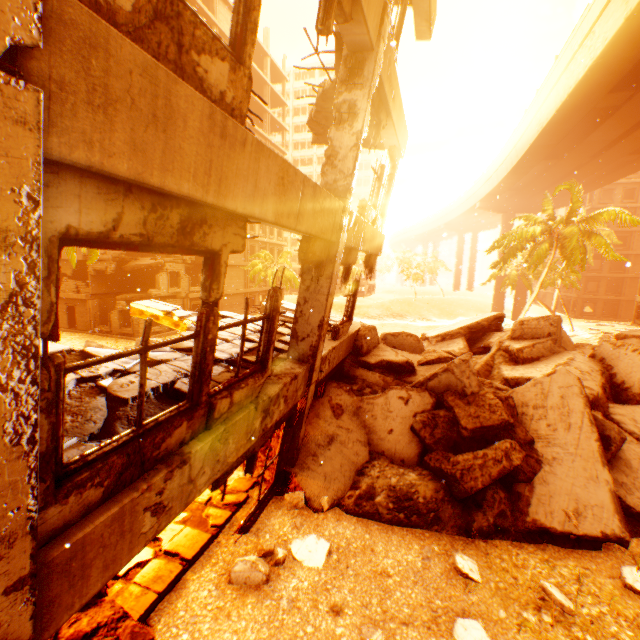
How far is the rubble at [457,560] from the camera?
5.1m

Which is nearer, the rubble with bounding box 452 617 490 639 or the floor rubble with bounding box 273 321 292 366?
the rubble with bounding box 452 617 490 639

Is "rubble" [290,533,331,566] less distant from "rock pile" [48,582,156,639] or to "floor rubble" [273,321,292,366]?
"rock pile" [48,582,156,639]

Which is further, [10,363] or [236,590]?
[236,590]

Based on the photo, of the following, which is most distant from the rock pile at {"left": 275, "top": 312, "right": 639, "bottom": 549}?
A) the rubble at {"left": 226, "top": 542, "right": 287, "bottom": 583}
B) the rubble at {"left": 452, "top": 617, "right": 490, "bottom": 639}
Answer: the rubble at {"left": 452, "top": 617, "right": 490, "bottom": 639}

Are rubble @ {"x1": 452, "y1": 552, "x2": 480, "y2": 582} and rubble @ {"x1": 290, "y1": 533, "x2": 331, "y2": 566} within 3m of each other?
yes

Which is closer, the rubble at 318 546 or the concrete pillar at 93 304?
the rubble at 318 546

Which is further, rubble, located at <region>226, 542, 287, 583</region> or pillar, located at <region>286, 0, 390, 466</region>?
pillar, located at <region>286, 0, 390, 466</region>
